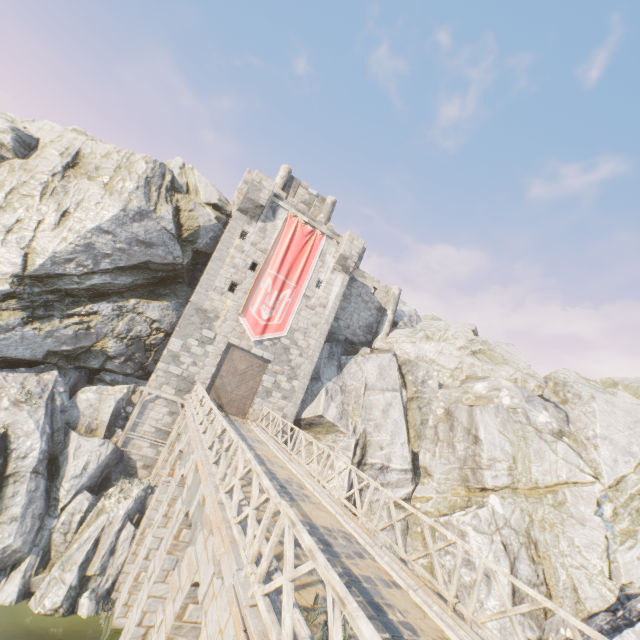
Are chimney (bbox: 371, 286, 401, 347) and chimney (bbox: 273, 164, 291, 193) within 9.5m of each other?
no

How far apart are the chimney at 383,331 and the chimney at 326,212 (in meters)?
7.34

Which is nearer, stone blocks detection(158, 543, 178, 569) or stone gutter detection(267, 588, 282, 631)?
stone gutter detection(267, 588, 282, 631)

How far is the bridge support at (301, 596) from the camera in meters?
4.6 m

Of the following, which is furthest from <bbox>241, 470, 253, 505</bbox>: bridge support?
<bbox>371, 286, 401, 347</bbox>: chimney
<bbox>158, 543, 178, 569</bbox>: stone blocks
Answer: <bbox>371, 286, 401, 347</bbox>: chimney

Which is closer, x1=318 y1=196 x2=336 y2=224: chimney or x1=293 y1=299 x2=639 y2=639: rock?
x1=293 y1=299 x2=639 y2=639: rock

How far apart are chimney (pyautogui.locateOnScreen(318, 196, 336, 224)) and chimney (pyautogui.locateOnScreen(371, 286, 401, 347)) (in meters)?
7.34

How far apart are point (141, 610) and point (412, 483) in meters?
15.7 m
